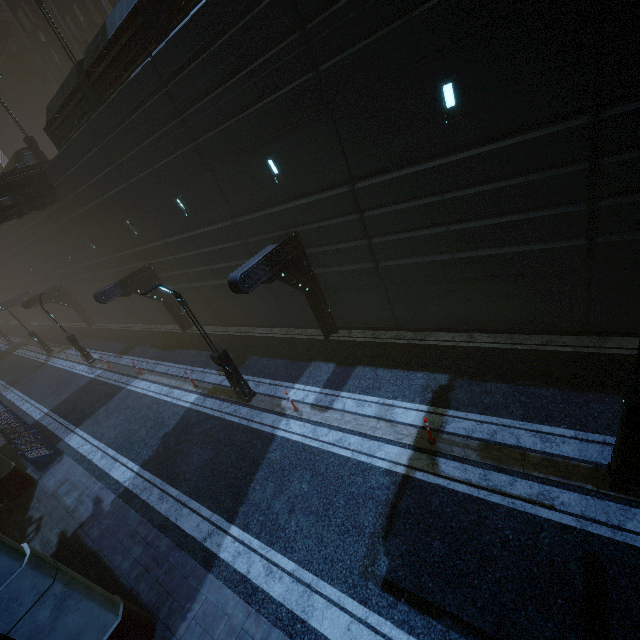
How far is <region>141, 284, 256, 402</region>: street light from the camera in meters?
10.5 m

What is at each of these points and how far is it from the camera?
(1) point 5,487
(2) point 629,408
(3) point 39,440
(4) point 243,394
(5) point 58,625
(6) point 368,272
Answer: (1) sm, 12.7 meters
(2) street light, 5.1 meters
(3) building, 14.1 meters
(4) street light, 12.5 meters
(5) sm, 5.7 meters
(6) building, 12.0 meters

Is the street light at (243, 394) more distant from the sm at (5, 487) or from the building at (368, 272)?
the sm at (5, 487)

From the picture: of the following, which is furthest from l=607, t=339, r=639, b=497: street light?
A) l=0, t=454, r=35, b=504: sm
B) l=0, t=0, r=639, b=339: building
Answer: l=0, t=454, r=35, b=504: sm

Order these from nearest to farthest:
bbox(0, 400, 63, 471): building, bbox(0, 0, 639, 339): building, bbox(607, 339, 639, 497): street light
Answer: bbox(607, 339, 639, 497): street light < bbox(0, 0, 639, 339): building < bbox(0, 400, 63, 471): building

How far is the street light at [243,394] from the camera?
10.48m

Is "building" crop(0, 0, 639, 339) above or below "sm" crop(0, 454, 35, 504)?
above

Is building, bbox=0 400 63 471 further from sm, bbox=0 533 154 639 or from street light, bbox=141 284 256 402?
street light, bbox=141 284 256 402
